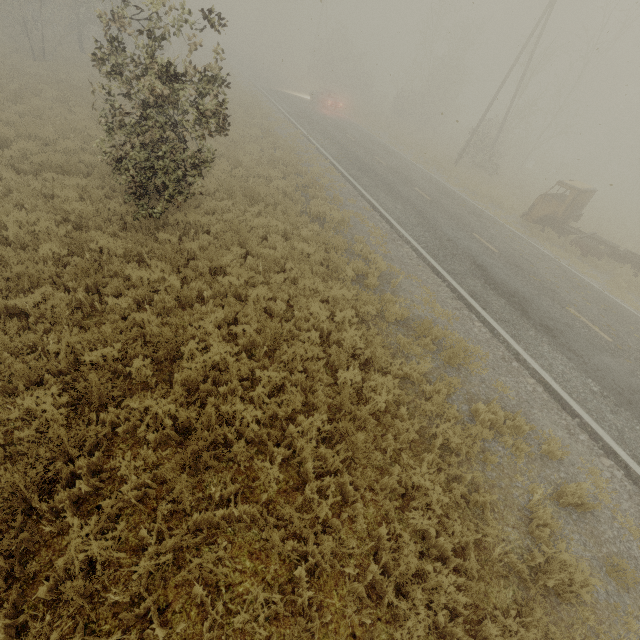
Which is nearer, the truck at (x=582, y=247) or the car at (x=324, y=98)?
the truck at (x=582, y=247)

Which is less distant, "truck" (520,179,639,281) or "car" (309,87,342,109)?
"truck" (520,179,639,281)

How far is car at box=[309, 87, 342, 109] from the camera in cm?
3045

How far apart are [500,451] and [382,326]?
3.6m

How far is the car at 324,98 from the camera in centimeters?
3045cm
